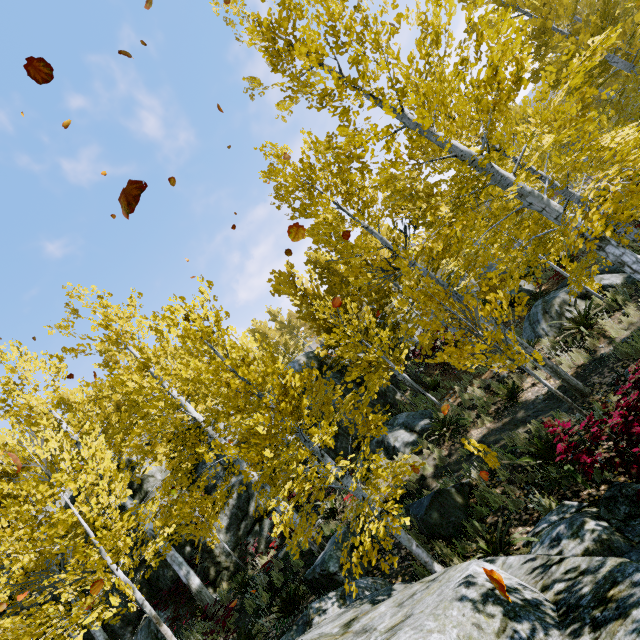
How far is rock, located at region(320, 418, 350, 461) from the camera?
14.2m

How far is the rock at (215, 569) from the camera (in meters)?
11.63

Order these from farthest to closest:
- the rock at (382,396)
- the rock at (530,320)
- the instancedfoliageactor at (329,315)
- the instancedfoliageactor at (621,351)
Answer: the rock at (382,396) → the rock at (530,320) → the instancedfoliageactor at (621,351) → the instancedfoliageactor at (329,315)

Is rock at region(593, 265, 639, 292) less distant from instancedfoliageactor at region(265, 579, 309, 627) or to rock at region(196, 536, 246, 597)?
instancedfoliageactor at region(265, 579, 309, 627)

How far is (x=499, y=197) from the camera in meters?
5.4 m

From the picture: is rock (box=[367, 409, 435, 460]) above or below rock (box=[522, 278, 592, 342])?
above

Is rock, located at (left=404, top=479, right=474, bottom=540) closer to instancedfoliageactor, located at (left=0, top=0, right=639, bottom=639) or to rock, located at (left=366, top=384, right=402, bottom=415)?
instancedfoliageactor, located at (left=0, top=0, right=639, bottom=639)
